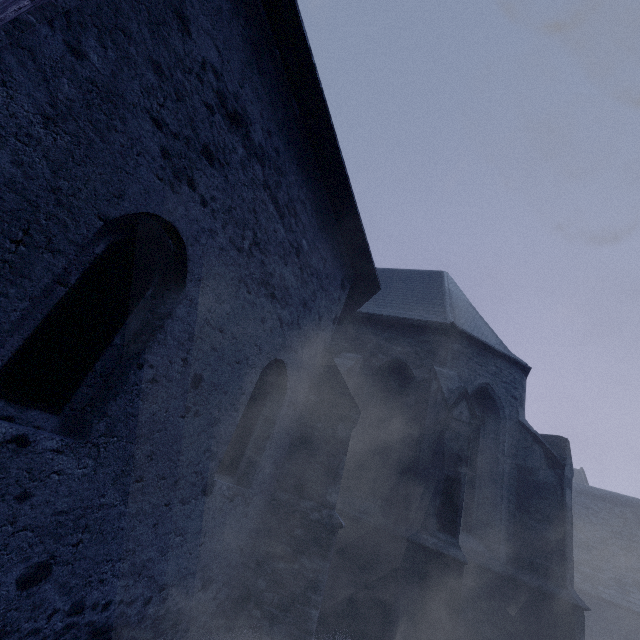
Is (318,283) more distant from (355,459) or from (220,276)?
(355,459)
